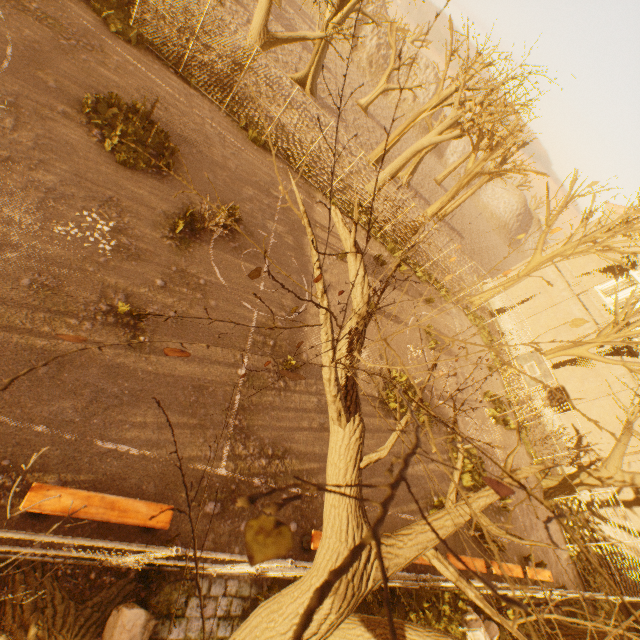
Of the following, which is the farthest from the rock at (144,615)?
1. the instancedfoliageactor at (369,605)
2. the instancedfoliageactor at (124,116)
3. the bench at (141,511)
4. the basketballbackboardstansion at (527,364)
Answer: the basketballbackboardstansion at (527,364)

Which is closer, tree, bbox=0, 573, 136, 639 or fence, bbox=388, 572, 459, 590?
tree, bbox=0, 573, 136, 639

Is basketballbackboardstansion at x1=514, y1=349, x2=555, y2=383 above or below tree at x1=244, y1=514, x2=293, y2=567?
below

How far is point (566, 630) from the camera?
10.9 meters

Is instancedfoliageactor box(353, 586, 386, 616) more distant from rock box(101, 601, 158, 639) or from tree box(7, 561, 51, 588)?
rock box(101, 601, 158, 639)

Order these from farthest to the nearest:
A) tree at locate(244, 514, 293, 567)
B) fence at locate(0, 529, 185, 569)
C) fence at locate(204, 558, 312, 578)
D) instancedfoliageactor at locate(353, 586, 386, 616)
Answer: instancedfoliageactor at locate(353, 586, 386, 616) < fence at locate(204, 558, 312, 578) < fence at locate(0, 529, 185, 569) < tree at locate(244, 514, 293, 567)

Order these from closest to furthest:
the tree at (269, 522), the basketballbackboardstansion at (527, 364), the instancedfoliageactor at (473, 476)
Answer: the tree at (269, 522) → the instancedfoliageactor at (473, 476) → the basketballbackboardstansion at (527, 364)
